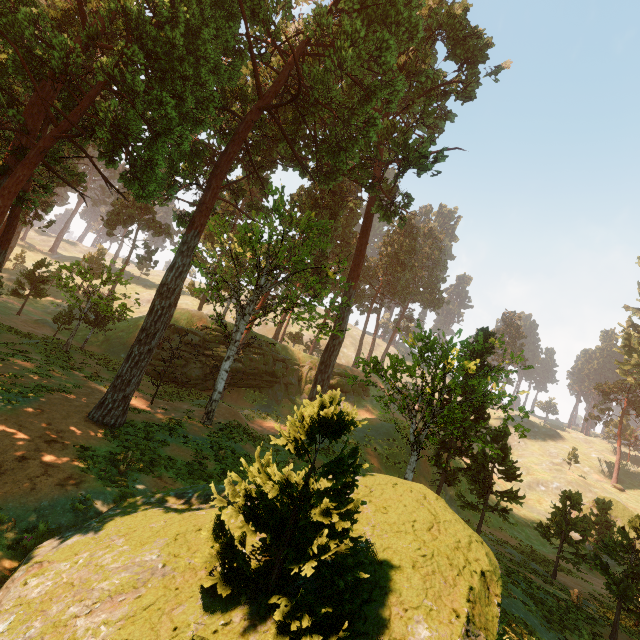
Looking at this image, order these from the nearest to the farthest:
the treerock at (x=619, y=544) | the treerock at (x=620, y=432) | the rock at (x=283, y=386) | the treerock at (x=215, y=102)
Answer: the treerock at (x=215, y=102) < the treerock at (x=619, y=544) < the rock at (x=283, y=386) < the treerock at (x=620, y=432)

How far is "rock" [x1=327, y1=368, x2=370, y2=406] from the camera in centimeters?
4197cm

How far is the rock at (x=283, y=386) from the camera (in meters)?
35.28

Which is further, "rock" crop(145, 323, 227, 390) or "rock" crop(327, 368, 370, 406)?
"rock" crop(327, 368, 370, 406)

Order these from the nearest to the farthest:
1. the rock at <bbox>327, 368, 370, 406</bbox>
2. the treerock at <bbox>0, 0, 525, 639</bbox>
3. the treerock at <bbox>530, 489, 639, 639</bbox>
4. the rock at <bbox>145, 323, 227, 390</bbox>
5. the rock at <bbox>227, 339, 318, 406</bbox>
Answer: the treerock at <bbox>0, 0, 525, 639</bbox> → the treerock at <bbox>530, 489, 639, 639</bbox> → the rock at <bbox>145, 323, 227, 390</bbox> → the rock at <bbox>227, 339, 318, 406</bbox> → the rock at <bbox>327, 368, 370, 406</bbox>

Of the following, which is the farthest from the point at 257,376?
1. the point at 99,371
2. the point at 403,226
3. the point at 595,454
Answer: the point at 595,454

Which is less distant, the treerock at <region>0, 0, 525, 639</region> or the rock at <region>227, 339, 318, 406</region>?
the treerock at <region>0, 0, 525, 639</region>
